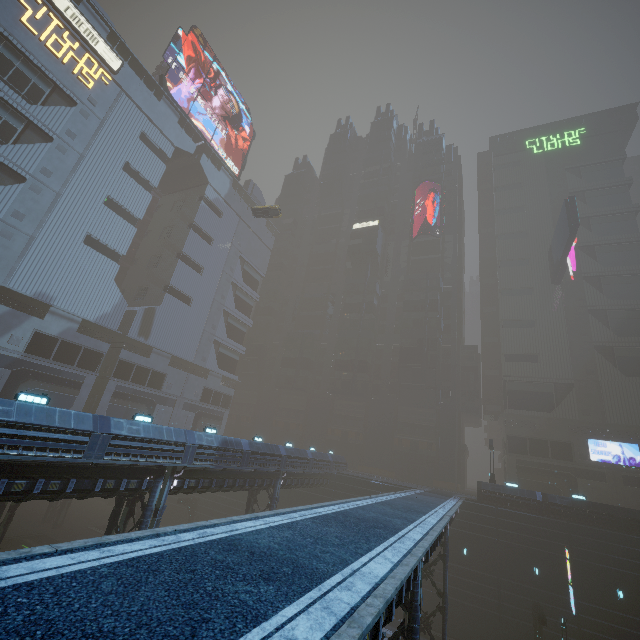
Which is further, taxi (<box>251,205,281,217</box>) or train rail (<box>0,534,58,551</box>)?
taxi (<box>251,205,281,217</box>)

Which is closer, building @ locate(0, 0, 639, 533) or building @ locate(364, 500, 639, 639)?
building @ locate(364, 500, 639, 639)

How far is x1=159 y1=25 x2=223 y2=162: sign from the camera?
50.4m

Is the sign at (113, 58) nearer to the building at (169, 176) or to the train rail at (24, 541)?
the building at (169, 176)

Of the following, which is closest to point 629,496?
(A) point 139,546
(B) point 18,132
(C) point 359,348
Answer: (C) point 359,348

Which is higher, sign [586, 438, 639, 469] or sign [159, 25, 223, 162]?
sign [159, 25, 223, 162]

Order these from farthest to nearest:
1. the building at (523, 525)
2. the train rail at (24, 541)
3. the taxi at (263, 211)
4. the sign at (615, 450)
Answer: the taxi at (263, 211) < the sign at (615, 450) < the train rail at (24, 541) < the building at (523, 525)

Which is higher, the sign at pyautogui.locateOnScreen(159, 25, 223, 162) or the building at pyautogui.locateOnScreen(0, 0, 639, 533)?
the sign at pyautogui.locateOnScreen(159, 25, 223, 162)
